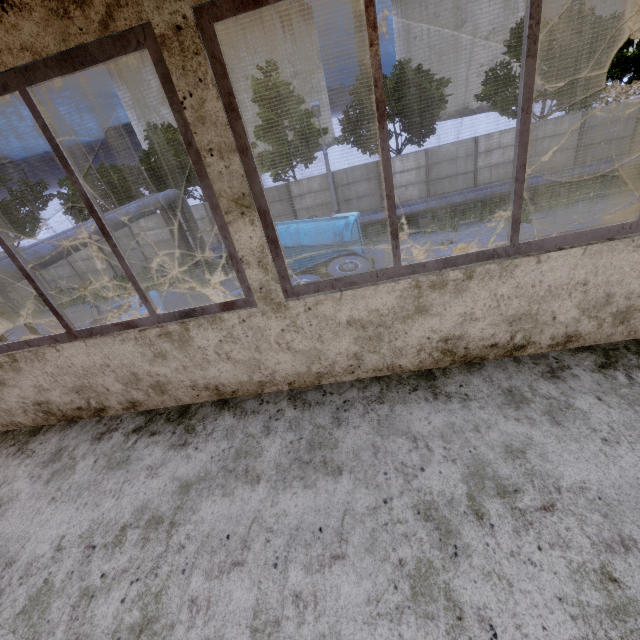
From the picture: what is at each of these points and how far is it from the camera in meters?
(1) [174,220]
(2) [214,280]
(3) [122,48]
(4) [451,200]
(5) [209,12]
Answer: (1) pipe, 17.1
(2) pipe holder, 18.1
(3) window, 1.5
(4) pipe, 18.0
(5) window, 1.5

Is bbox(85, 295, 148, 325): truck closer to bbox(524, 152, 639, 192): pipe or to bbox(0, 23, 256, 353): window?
bbox(0, 23, 256, 353): window

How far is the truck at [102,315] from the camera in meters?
8.9

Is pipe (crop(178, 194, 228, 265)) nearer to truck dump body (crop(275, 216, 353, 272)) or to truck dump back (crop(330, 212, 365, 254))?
truck dump body (crop(275, 216, 353, 272))

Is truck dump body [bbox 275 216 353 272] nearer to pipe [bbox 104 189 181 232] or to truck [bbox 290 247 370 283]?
pipe [bbox 104 189 181 232]

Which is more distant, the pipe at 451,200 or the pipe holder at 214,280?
the pipe at 451,200

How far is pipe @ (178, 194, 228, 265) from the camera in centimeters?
1680cm

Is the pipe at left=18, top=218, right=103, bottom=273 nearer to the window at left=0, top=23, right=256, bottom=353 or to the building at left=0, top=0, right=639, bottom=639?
the building at left=0, top=0, right=639, bottom=639
